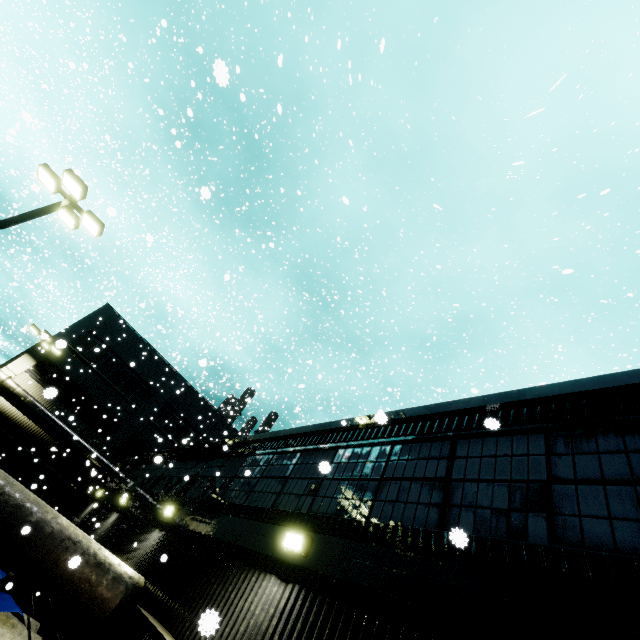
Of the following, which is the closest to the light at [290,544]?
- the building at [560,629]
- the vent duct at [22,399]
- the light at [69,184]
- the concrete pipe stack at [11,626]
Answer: the building at [560,629]

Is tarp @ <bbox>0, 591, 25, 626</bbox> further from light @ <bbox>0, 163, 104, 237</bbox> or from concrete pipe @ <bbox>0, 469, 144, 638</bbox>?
light @ <bbox>0, 163, 104, 237</bbox>

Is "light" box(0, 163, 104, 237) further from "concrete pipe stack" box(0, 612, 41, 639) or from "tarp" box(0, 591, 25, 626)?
"tarp" box(0, 591, 25, 626)

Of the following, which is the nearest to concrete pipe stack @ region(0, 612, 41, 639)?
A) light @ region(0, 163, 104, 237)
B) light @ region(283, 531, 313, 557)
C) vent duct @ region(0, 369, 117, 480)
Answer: light @ region(0, 163, 104, 237)

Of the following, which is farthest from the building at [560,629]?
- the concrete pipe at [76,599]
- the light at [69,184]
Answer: the light at [69,184]

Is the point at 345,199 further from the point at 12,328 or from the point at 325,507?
the point at 12,328

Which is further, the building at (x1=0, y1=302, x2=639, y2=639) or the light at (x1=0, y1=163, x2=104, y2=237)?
the light at (x1=0, y1=163, x2=104, y2=237)
